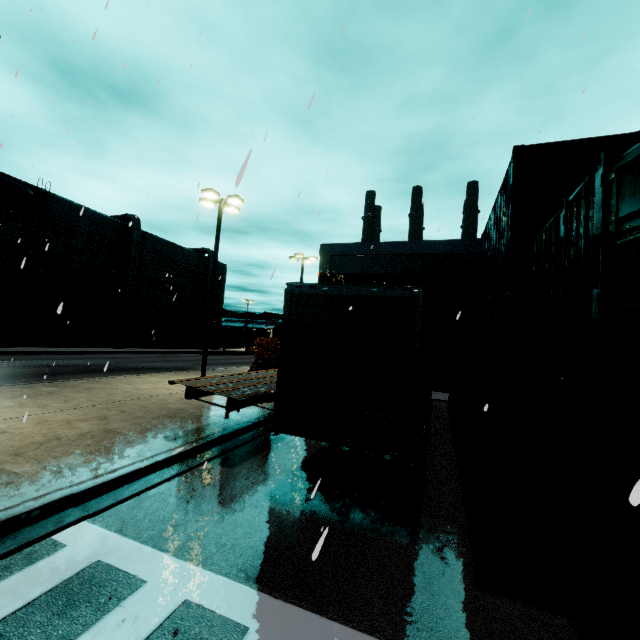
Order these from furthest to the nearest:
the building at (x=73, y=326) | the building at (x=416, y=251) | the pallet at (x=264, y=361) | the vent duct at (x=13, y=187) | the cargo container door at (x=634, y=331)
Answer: the building at (x=73, y=326) → the vent duct at (x=13, y=187) → the building at (x=416, y=251) → the pallet at (x=264, y=361) → the cargo container door at (x=634, y=331)

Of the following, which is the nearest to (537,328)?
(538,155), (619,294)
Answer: (619,294)

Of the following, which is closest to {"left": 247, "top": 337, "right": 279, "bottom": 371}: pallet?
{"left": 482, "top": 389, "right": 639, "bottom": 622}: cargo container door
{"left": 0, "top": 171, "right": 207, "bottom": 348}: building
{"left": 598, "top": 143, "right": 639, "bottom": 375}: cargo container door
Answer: {"left": 0, "top": 171, "right": 207, "bottom": 348}: building

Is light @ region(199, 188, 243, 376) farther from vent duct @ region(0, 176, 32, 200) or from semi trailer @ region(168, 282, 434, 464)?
vent duct @ region(0, 176, 32, 200)

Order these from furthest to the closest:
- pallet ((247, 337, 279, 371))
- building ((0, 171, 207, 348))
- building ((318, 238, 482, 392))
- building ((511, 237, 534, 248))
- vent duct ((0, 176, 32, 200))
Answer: building ((0, 171, 207, 348)) → vent duct ((0, 176, 32, 200)) → building ((318, 238, 482, 392)) → building ((511, 237, 534, 248)) → pallet ((247, 337, 279, 371))

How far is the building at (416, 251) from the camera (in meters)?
22.69

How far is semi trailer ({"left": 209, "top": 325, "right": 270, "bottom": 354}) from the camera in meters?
43.5

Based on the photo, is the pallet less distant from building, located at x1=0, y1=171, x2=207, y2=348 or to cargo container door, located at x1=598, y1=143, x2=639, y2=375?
building, located at x1=0, y1=171, x2=207, y2=348
